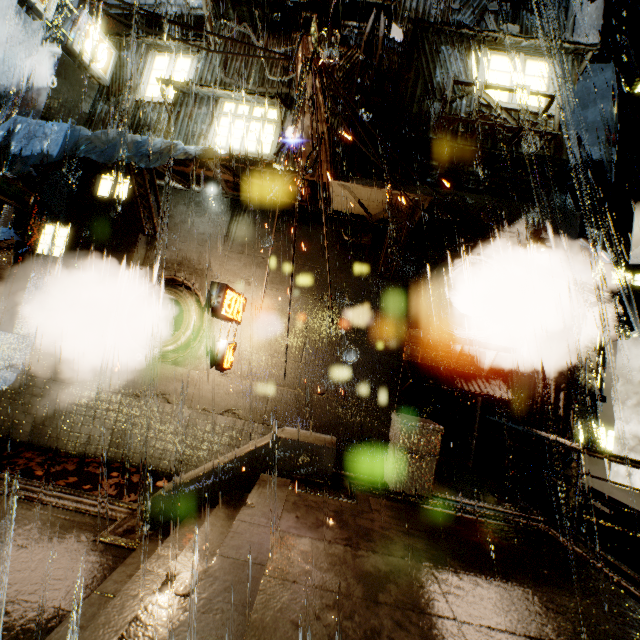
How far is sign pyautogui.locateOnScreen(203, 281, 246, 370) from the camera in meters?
7.7 m

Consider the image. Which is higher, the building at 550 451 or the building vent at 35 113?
the building vent at 35 113

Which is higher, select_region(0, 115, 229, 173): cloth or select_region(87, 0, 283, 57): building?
select_region(87, 0, 283, 57): building

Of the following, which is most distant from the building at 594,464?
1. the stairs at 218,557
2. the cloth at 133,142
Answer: the stairs at 218,557

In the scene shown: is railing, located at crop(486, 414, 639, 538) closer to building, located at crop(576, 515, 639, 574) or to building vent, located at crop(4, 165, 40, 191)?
building, located at crop(576, 515, 639, 574)

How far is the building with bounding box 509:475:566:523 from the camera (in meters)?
7.92

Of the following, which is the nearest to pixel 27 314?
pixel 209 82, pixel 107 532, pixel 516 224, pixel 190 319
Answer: pixel 190 319
